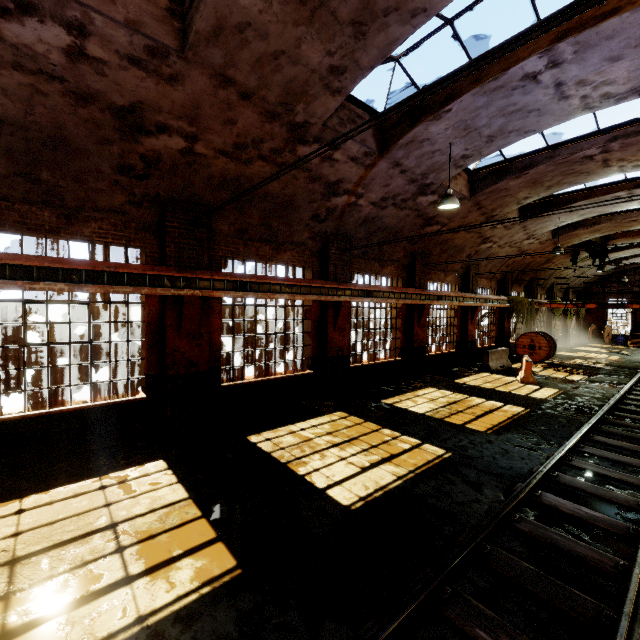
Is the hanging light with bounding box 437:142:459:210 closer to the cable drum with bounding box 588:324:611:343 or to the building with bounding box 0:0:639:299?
the building with bounding box 0:0:639:299

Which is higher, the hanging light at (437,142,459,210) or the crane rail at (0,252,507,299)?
the hanging light at (437,142,459,210)

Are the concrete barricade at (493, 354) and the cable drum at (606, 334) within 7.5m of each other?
no

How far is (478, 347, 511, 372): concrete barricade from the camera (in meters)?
16.19

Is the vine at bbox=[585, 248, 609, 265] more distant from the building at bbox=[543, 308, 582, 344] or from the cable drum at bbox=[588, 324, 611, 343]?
the cable drum at bbox=[588, 324, 611, 343]

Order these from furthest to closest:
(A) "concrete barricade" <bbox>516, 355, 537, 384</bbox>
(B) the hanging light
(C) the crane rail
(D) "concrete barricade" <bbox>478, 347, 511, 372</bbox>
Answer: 1. (D) "concrete barricade" <bbox>478, 347, 511, 372</bbox>
2. (A) "concrete barricade" <bbox>516, 355, 537, 384</bbox>
3. (B) the hanging light
4. (C) the crane rail

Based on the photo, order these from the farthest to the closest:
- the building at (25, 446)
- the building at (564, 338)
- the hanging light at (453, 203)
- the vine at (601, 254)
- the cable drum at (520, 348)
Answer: the building at (564, 338) < the vine at (601, 254) < the cable drum at (520, 348) < the hanging light at (453, 203) < the building at (25, 446)

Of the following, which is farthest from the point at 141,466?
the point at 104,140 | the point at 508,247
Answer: the point at 508,247
